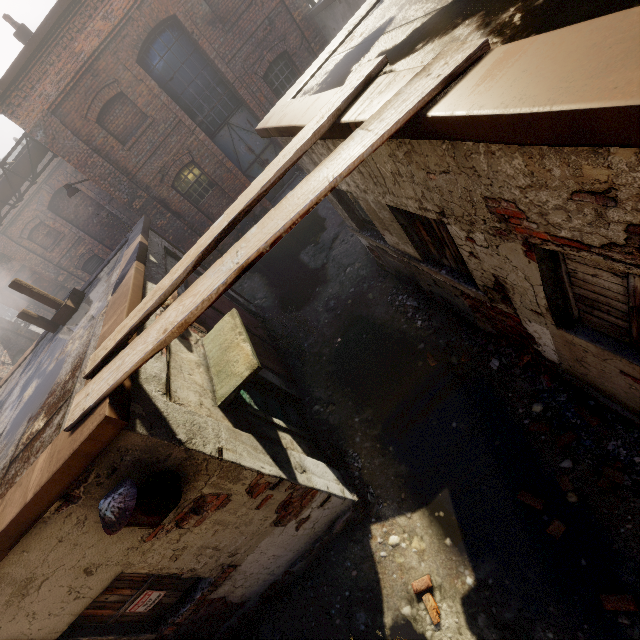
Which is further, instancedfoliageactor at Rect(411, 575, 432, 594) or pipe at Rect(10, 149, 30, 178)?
pipe at Rect(10, 149, 30, 178)

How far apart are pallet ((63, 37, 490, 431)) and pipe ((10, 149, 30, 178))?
13.7 meters

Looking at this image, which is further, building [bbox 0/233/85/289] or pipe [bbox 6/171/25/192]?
building [bbox 0/233/85/289]

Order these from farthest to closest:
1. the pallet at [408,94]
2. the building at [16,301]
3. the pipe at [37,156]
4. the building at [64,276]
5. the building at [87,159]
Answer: the building at [16,301] → the building at [64,276] → the pipe at [37,156] → the building at [87,159] → the pallet at [408,94]

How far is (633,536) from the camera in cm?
297

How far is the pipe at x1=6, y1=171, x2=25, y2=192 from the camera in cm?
1152

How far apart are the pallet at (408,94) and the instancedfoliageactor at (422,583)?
3.9m

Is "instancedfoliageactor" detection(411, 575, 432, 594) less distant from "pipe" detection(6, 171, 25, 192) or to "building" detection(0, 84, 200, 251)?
"building" detection(0, 84, 200, 251)
